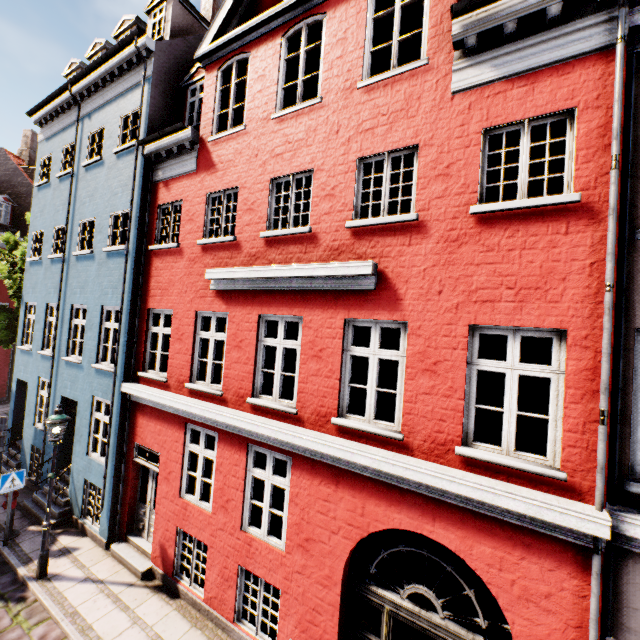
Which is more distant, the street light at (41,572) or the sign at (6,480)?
the sign at (6,480)

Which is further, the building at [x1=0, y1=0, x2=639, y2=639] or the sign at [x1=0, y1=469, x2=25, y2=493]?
the sign at [x1=0, y1=469, x2=25, y2=493]

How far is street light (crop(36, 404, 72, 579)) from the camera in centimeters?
747cm

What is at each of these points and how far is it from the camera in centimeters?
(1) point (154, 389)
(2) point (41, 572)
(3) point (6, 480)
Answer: (1) building, 814cm
(2) street light, 746cm
(3) sign, 830cm

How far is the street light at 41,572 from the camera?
7.5m

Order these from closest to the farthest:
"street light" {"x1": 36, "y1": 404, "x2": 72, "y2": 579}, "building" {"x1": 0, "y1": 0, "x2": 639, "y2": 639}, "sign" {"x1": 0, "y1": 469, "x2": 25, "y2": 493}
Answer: "building" {"x1": 0, "y1": 0, "x2": 639, "y2": 639}, "street light" {"x1": 36, "y1": 404, "x2": 72, "y2": 579}, "sign" {"x1": 0, "y1": 469, "x2": 25, "y2": 493}

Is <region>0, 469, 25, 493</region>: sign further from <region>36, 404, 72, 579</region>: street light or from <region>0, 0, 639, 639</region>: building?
<region>36, 404, 72, 579</region>: street light
